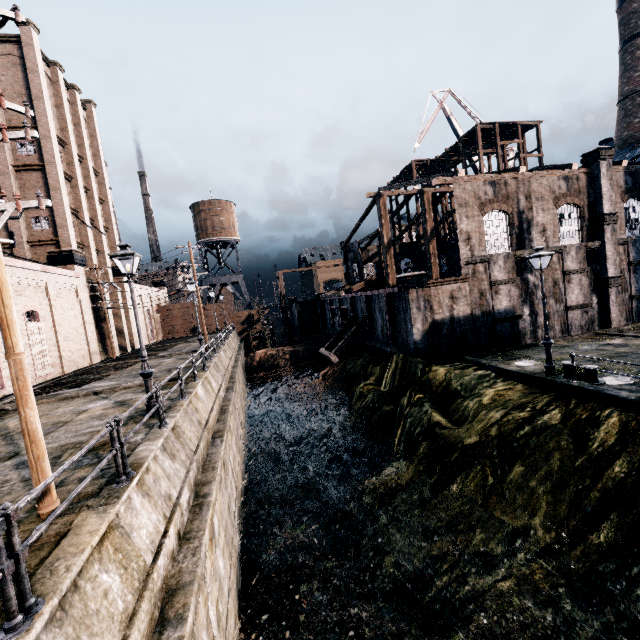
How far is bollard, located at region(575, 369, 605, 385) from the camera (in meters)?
13.37

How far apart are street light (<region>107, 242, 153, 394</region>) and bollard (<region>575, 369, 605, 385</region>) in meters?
17.0 m

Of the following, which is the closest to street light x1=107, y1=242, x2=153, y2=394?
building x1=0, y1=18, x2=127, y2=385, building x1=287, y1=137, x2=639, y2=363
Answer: building x1=0, y1=18, x2=127, y2=385

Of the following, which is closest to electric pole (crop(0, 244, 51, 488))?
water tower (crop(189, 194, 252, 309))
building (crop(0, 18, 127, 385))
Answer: building (crop(0, 18, 127, 385))

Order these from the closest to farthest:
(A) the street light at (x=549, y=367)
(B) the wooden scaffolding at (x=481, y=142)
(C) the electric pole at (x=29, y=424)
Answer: (C) the electric pole at (x=29, y=424) < (A) the street light at (x=549, y=367) < (B) the wooden scaffolding at (x=481, y=142)

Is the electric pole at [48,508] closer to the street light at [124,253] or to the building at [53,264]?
the building at [53,264]

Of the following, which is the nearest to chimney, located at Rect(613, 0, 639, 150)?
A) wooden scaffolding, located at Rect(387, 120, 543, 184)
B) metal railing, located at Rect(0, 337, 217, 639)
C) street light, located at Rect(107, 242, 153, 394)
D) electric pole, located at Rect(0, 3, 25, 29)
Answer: wooden scaffolding, located at Rect(387, 120, 543, 184)

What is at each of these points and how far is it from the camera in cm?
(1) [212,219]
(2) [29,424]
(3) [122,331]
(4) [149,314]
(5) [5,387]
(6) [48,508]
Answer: (1) water tower, 5528
(2) electric pole, 538
(3) building, 3575
(4) building, 4734
(5) building, 1855
(6) electric pole, 546
